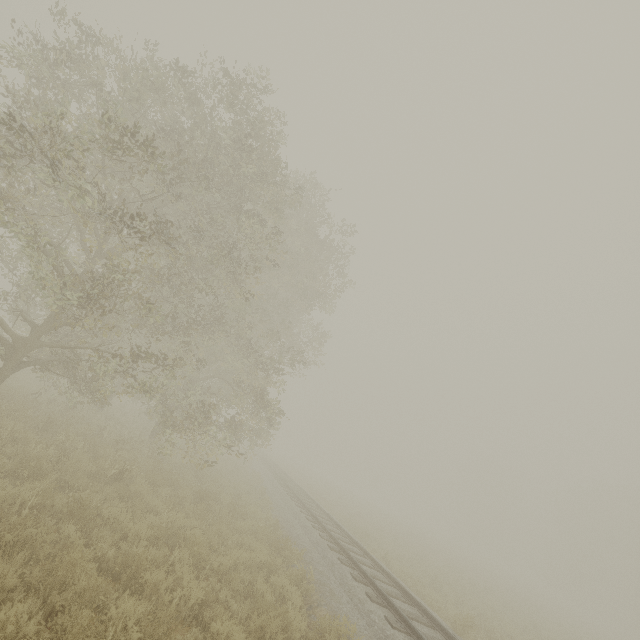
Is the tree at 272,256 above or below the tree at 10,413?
above

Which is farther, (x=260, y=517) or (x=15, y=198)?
(x=260, y=517)

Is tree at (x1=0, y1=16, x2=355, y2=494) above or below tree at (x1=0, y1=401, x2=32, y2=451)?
above
